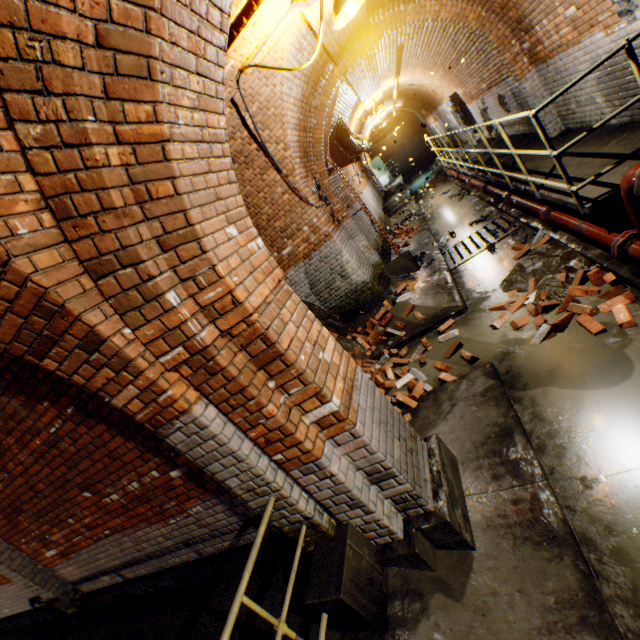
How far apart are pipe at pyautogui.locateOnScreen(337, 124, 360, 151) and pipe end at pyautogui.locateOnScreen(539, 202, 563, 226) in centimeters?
680cm

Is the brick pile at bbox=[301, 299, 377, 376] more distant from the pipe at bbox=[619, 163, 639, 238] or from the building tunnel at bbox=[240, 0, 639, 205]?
the pipe at bbox=[619, 163, 639, 238]

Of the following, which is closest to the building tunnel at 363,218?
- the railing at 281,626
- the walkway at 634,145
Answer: the walkway at 634,145

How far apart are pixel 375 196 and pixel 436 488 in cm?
1600

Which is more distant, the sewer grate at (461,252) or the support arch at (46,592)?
the sewer grate at (461,252)

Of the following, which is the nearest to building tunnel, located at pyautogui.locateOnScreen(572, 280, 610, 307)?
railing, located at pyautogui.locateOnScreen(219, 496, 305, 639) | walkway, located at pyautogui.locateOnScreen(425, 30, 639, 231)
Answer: walkway, located at pyautogui.locateOnScreen(425, 30, 639, 231)

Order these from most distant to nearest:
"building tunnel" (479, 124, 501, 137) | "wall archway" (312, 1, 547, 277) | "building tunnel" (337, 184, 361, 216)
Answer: "building tunnel" (479, 124, 501, 137), "building tunnel" (337, 184, 361, 216), "wall archway" (312, 1, 547, 277)

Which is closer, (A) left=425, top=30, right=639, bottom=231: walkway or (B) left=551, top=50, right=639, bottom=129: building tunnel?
(A) left=425, top=30, right=639, bottom=231: walkway
